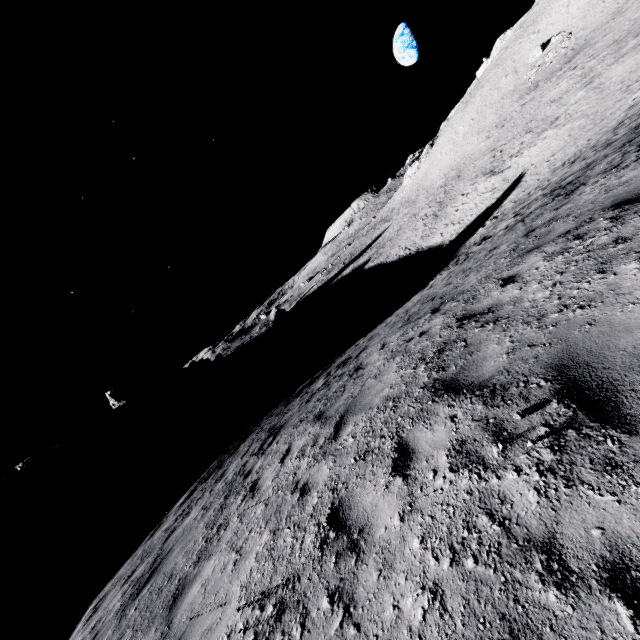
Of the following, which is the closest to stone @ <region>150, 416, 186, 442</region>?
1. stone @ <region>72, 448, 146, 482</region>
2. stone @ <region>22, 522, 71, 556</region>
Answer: stone @ <region>72, 448, 146, 482</region>

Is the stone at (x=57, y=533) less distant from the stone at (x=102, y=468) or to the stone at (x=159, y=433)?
the stone at (x=102, y=468)

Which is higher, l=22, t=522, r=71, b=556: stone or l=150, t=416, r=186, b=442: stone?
l=22, t=522, r=71, b=556: stone

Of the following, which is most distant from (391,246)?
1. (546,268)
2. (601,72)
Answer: (546,268)

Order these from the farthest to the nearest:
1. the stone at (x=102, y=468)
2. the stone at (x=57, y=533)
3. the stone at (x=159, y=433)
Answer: the stone at (x=159, y=433) → the stone at (x=102, y=468) → the stone at (x=57, y=533)

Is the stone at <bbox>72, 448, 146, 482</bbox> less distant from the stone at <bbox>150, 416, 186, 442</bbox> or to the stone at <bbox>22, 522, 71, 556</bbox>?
the stone at <bbox>150, 416, 186, 442</bbox>

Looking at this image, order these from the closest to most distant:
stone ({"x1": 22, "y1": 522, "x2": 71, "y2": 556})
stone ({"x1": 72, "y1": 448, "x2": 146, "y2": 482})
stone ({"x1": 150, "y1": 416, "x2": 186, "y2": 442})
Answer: stone ({"x1": 22, "y1": 522, "x2": 71, "y2": 556}) → stone ({"x1": 72, "y1": 448, "x2": 146, "y2": 482}) → stone ({"x1": 150, "y1": 416, "x2": 186, "y2": 442})
